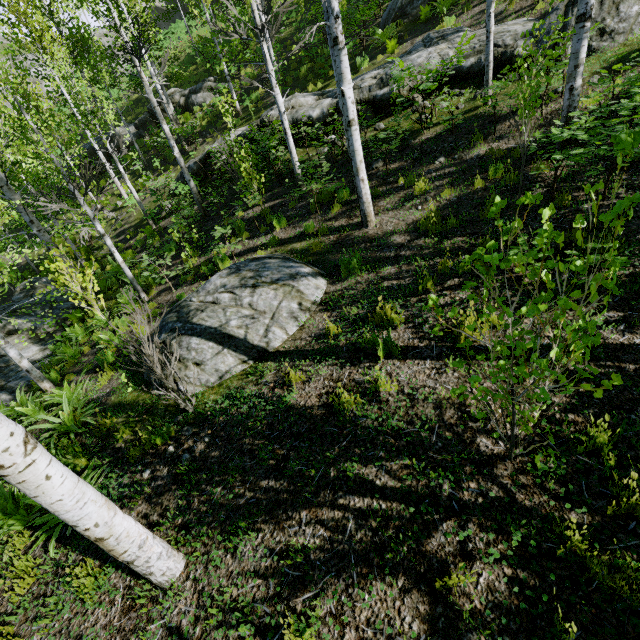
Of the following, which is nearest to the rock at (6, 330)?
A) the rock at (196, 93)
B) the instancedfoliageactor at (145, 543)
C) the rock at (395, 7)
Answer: the instancedfoliageactor at (145, 543)

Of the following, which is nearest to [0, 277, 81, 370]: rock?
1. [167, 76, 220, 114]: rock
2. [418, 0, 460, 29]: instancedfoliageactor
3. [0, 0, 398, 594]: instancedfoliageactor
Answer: [0, 0, 398, 594]: instancedfoliageactor

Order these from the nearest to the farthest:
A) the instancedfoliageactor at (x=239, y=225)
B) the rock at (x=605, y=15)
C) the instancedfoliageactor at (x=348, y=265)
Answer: the instancedfoliageactor at (x=348, y=265)
the rock at (x=605, y=15)
the instancedfoliageactor at (x=239, y=225)

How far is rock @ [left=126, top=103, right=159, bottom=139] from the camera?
20.9m

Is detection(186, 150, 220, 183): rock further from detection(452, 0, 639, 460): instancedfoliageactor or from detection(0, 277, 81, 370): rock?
detection(0, 277, 81, 370): rock

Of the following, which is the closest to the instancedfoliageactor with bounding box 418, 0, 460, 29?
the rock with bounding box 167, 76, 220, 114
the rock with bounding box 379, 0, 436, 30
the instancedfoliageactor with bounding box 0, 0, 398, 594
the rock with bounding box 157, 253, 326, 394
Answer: the instancedfoliageactor with bounding box 0, 0, 398, 594

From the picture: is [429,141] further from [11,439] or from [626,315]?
[11,439]

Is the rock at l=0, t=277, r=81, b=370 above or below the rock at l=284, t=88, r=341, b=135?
below
